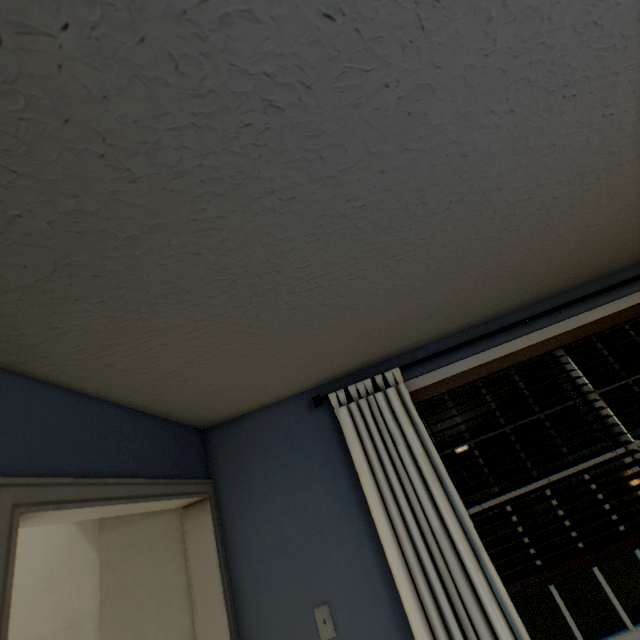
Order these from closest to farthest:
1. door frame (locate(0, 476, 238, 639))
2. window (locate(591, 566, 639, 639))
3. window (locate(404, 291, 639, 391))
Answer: door frame (locate(0, 476, 238, 639)), window (locate(591, 566, 639, 639)), window (locate(404, 291, 639, 391))

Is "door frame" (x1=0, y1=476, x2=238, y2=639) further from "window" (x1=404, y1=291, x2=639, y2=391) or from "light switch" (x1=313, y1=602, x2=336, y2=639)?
"window" (x1=404, y1=291, x2=639, y2=391)

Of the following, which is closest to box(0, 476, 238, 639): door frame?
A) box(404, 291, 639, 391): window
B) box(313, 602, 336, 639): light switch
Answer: box(313, 602, 336, 639): light switch

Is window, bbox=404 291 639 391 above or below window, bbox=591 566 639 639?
above

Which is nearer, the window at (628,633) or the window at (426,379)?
the window at (628,633)

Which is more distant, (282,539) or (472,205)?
(282,539)

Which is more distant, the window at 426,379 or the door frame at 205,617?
the window at 426,379
